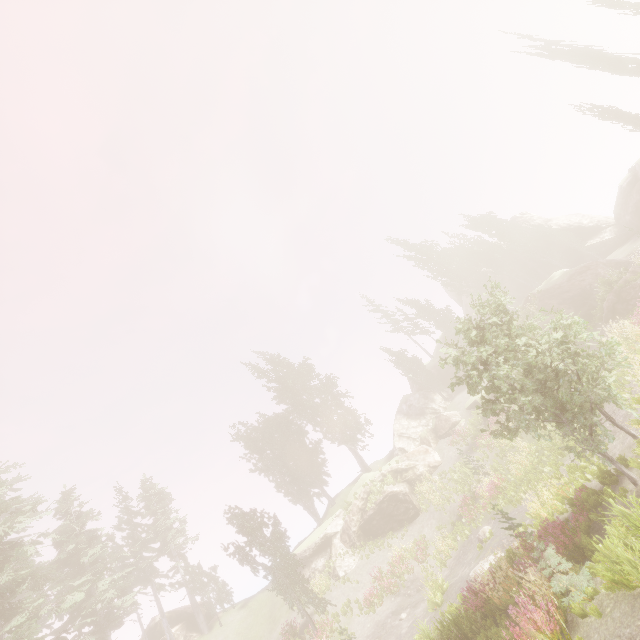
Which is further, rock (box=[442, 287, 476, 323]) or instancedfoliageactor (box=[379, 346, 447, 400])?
rock (box=[442, 287, 476, 323])

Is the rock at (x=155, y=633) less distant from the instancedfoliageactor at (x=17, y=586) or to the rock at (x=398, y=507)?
the instancedfoliageactor at (x=17, y=586)

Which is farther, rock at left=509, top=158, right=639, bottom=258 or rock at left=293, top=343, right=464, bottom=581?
rock at left=509, top=158, right=639, bottom=258

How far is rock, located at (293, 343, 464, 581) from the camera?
27.5 meters

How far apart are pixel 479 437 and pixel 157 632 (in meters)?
36.12

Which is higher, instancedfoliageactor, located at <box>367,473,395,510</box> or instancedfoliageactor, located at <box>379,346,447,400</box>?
instancedfoliageactor, located at <box>379,346,447,400</box>

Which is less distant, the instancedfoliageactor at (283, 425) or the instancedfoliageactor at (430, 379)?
the instancedfoliageactor at (283, 425)

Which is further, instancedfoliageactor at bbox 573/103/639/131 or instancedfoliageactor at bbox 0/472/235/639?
instancedfoliageactor at bbox 573/103/639/131
